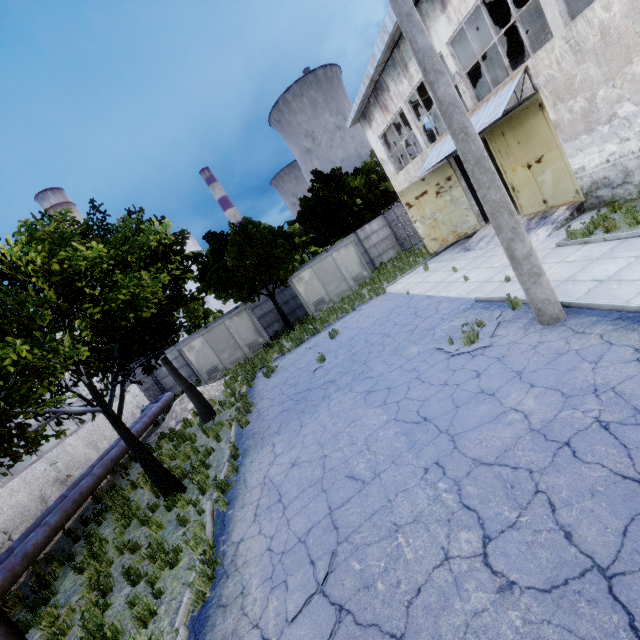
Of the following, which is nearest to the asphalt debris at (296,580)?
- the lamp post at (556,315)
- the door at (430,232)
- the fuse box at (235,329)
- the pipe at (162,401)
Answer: the lamp post at (556,315)

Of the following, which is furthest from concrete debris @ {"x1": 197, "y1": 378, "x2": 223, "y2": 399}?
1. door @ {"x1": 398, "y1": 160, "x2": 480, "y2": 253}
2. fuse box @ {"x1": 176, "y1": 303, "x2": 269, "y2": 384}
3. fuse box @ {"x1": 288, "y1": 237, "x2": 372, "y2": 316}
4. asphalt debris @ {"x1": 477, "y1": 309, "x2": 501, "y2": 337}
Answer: door @ {"x1": 398, "y1": 160, "x2": 480, "y2": 253}

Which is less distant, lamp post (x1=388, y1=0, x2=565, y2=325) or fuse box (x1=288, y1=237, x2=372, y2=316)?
lamp post (x1=388, y1=0, x2=565, y2=325)

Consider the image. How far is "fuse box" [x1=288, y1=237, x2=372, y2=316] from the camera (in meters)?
22.89

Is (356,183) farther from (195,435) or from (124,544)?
(124,544)

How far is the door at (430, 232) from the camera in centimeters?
1648cm

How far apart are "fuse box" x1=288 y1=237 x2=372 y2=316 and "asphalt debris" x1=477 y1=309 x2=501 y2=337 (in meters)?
14.55

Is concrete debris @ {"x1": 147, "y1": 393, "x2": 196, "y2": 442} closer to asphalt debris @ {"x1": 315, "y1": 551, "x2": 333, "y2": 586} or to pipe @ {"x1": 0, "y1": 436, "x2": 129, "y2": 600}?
pipe @ {"x1": 0, "y1": 436, "x2": 129, "y2": 600}
